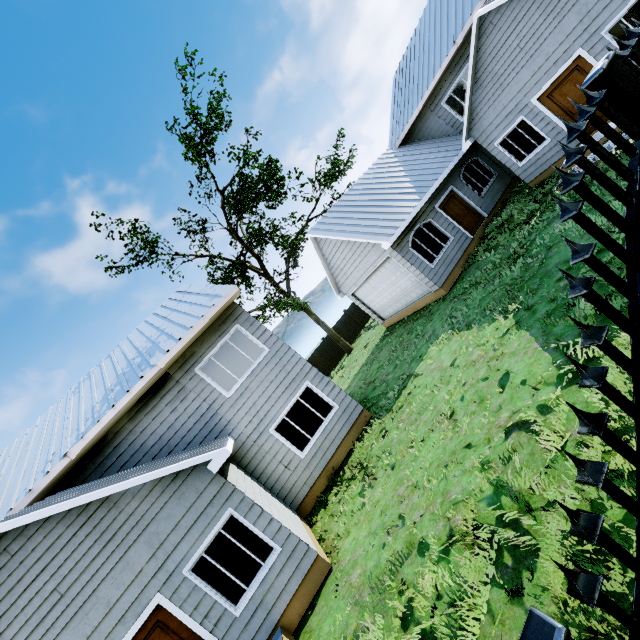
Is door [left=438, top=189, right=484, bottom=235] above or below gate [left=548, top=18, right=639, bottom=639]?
below

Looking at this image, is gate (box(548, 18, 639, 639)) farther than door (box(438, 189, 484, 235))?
No

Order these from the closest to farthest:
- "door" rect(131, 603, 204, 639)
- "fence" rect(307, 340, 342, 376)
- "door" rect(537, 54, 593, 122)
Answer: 1. "door" rect(131, 603, 204, 639)
2. "door" rect(537, 54, 593, 122)
3. "fence" rect(307, 340, 342, 376)

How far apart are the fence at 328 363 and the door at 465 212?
13.7 meters

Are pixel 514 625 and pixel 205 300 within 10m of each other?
no

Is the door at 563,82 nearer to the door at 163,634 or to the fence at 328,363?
the door at 163,634

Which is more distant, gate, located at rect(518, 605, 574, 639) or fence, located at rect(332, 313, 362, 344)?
fence, located at rect(332, 313, 362, 344)

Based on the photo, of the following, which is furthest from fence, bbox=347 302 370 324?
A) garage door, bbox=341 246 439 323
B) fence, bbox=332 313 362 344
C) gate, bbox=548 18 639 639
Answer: gate, bbox=548 18 639 639
